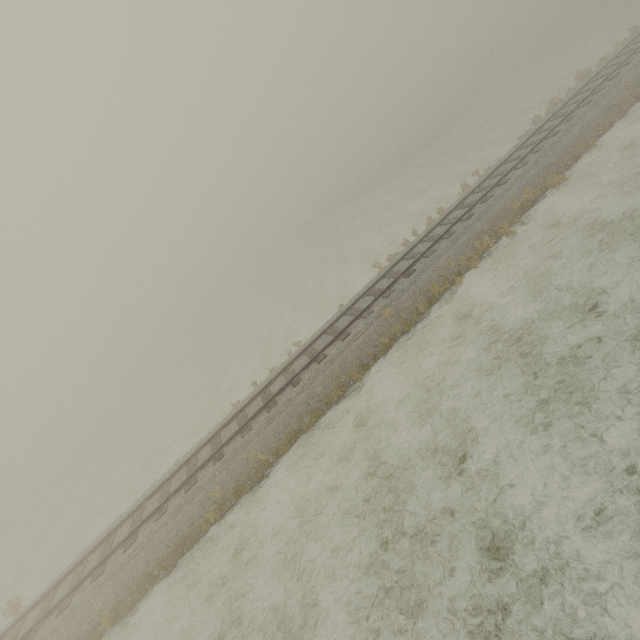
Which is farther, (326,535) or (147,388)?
(147,388)
